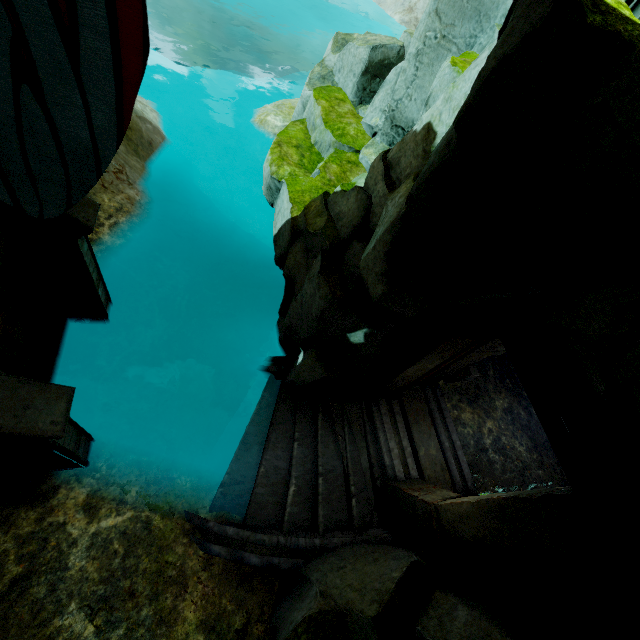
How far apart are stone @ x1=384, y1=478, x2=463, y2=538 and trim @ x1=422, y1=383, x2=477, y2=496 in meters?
0.8 m

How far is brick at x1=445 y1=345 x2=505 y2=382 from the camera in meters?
7.2

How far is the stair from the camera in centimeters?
600cm

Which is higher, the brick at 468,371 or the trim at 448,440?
the brick at 468,371

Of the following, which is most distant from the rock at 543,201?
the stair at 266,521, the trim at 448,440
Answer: the trim at 448,440

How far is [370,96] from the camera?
11.20m

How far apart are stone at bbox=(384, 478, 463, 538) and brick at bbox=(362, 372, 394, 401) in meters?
1.6

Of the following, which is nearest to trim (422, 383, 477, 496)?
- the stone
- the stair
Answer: the stone
